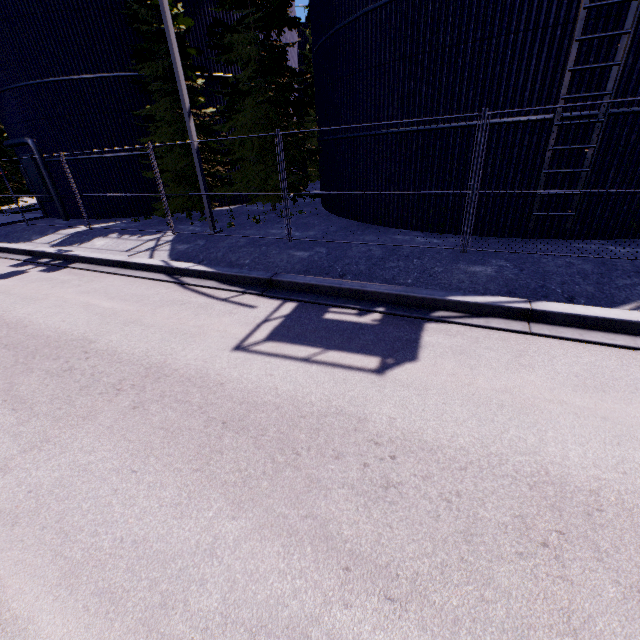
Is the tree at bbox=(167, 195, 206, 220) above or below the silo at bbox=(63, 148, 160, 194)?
below

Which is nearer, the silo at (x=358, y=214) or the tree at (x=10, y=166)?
the silo at (x=358, y=214)

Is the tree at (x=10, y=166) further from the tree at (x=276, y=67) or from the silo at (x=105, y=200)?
the tree at (x=276, y=67)

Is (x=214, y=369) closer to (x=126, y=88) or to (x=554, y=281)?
(x=554, y=281)

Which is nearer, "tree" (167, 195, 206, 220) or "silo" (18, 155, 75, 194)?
"tree" (167, 195, 206, 220)

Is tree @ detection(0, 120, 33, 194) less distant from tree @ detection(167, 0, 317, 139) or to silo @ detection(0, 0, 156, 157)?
silo @ detection(0, 0, 156, 157)

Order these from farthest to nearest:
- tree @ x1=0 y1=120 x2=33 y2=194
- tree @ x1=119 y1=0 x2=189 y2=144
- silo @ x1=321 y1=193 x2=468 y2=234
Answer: tree @ x1=0 y1=120 x2=33 y2=194
tree @ x1=119 y1=0 x2=189 y2=144
silo @ x1=321 y1=193 x2=468 y2=234

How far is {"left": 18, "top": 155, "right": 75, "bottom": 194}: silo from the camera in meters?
16.2 m
